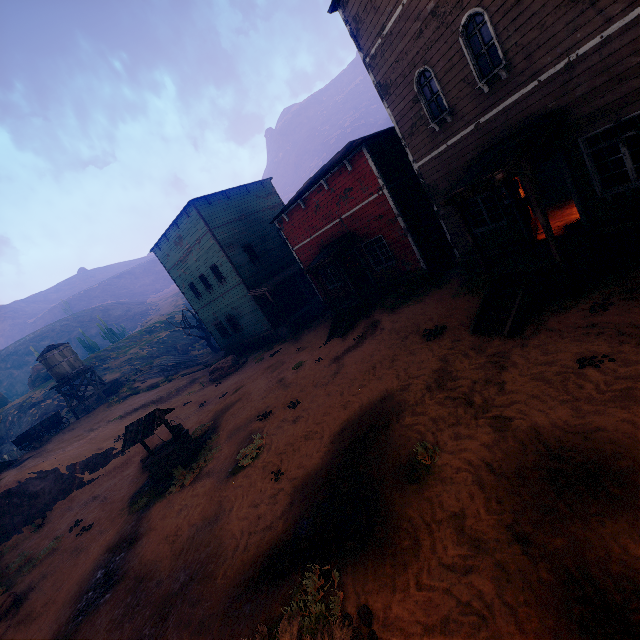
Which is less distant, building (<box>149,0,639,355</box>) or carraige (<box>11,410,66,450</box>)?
building (<box>149,0,639,355</box>)

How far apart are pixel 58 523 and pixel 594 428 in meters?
19.8

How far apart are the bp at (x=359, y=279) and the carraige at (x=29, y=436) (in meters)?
27.69

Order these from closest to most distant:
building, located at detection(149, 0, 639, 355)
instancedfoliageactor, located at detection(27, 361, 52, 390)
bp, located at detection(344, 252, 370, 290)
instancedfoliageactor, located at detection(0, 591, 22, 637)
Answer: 1. building, located at detection(149, 0, 639, 355)
2. instancedfoliageactor, located at detection(0, 591, 22, 637)
3. bp, located at detection(344, 252, 370, 290)
4. instancedfoliageactor, located at detection(27, 361, 52, 390)

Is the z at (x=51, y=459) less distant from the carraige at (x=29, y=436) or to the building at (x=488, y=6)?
the building at (x=488, y=6)

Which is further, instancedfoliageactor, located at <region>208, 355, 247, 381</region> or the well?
instancedfoliageactor, located at <region>208, 355, 247, 381</region>

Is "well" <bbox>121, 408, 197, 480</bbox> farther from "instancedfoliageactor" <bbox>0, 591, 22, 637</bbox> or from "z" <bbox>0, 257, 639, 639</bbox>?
"instancedfoliageactor" <bbox>0, 591, 22, 637</bbox>

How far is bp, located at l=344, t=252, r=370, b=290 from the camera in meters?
18.5 m
